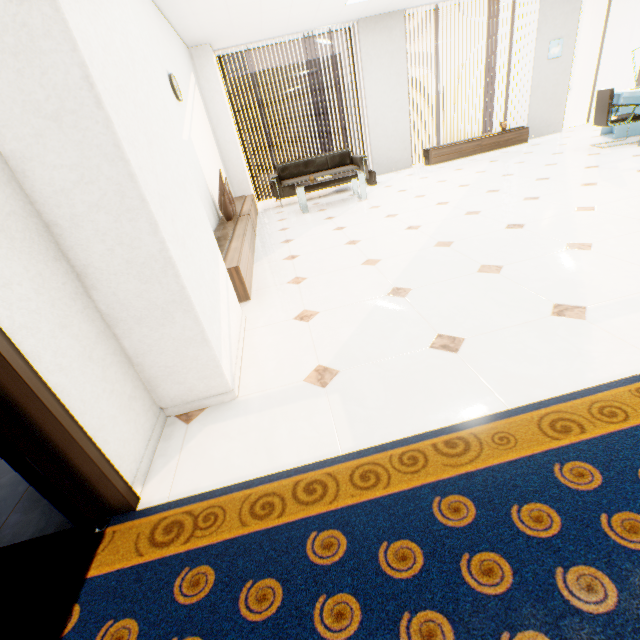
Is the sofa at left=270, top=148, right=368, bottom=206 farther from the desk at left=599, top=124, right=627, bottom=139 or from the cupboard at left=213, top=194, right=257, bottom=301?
the desk at left=599, top=124, right=627, bottom=139

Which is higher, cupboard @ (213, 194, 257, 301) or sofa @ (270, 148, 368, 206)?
sofa @ (270, 148, 368, 206)

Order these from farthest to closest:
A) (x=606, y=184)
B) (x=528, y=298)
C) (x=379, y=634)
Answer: (x=606, y=184) < (x=528, y=298) < (x=379, y=634)

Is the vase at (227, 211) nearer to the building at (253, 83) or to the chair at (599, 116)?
the chair at (599, 116)

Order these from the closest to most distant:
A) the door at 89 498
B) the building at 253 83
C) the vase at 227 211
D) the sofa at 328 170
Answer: the door at 89 498 < the vase at 227 211 < the sofa at 328 170 < the building at 253 83

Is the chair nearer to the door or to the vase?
the vase

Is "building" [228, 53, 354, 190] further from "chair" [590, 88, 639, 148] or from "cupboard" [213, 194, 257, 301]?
"chair" [590, 88, 639, 148]

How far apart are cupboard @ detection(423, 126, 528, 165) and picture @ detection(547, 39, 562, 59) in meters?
1.4
